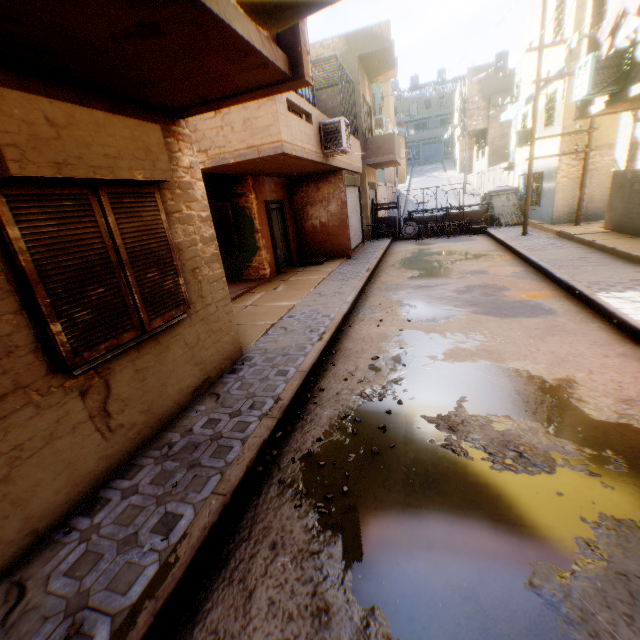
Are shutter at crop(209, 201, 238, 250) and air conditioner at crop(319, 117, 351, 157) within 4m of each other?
yes

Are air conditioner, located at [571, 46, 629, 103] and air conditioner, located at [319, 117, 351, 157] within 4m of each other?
no

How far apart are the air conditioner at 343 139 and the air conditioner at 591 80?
4.9 meters

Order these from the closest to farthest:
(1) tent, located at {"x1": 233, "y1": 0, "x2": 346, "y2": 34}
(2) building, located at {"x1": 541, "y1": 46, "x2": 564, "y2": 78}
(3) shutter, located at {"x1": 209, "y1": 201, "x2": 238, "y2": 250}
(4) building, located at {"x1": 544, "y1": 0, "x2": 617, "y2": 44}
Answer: (1) tent, located at {"x1": 233, "y1": 0, "x2": 346, "y2": 34} < (4) building, located at {"x1": 544, "y1": 0, "x2": 617, "y2": 44} < (3) shutter, located at {"x1": 209, "y1": 201, "x2": 238, "y2": 250} < (2) building, located at {"x1": 541, "y1": 46, "x2": 564, "y2": 78}

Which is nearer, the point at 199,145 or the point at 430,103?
the point at 199,145

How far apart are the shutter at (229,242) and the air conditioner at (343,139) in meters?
3.4

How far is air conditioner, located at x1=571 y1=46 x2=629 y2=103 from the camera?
7.35m

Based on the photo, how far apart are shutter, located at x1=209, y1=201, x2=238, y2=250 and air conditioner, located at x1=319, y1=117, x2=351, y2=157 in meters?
3.4
